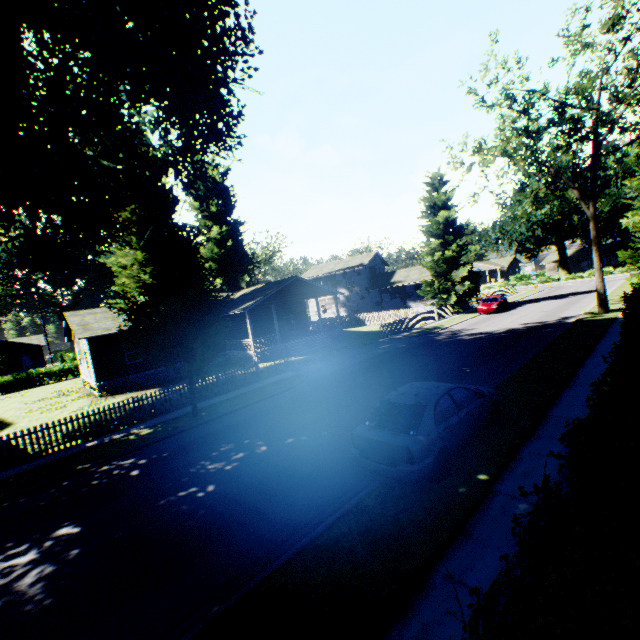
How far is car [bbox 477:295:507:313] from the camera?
31.3 meters

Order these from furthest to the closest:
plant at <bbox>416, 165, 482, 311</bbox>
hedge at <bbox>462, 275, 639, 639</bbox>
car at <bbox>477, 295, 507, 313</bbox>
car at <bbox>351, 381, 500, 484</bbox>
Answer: plant at <bbox>416, 165, 482, 311</bbox> < car at <bbox>477, 295, 507, 313</bbox> < car at <bbox>351, 381, 500, 484</bbox> < hedge at <bbox>462, 275, 639, 639</bbox>

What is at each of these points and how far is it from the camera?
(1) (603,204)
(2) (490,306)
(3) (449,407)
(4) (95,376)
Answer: (1) plant, 50.91m
(2) car, 31.33m
(3) car, 7.57m
(4) house, 22.77m

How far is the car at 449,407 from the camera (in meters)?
6.54

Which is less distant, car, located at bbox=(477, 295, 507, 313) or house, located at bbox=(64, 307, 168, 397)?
house, located at bbox=(64, 307, 168, 397)

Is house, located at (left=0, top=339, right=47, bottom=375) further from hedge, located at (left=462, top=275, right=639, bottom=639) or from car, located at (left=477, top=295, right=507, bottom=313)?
hedge, located at (left=462, top=275, right=639, bottom=639)

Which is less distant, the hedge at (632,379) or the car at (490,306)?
the hedge at (632,379)

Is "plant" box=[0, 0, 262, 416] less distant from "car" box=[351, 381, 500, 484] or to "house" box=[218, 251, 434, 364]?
"house" box=[218, 251, 434, 364]
